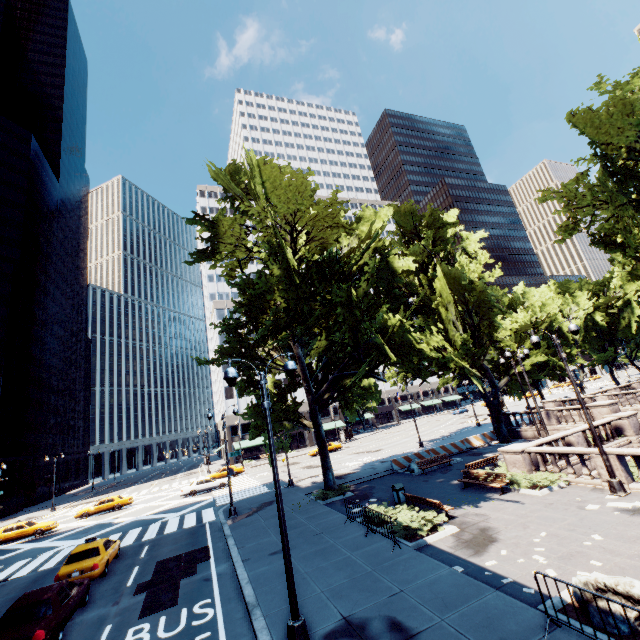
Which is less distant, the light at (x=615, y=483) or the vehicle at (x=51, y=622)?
the vehicle at (x=51, y=622)

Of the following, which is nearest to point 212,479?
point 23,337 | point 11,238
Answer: point 23,337

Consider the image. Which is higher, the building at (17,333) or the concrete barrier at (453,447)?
the building at (17,333)

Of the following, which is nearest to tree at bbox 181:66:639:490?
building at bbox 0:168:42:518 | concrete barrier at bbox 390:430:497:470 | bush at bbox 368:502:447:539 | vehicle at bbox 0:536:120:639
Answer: concrete barrier at bbox 390:430:497:470

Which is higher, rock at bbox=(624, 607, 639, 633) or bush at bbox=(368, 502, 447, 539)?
rock at bbox=(624, 607, 639, 633)

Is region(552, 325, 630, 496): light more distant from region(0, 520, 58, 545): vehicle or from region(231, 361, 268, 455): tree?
region(0, 520, 58, 545): vehicle

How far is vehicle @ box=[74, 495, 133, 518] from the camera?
33.75m
